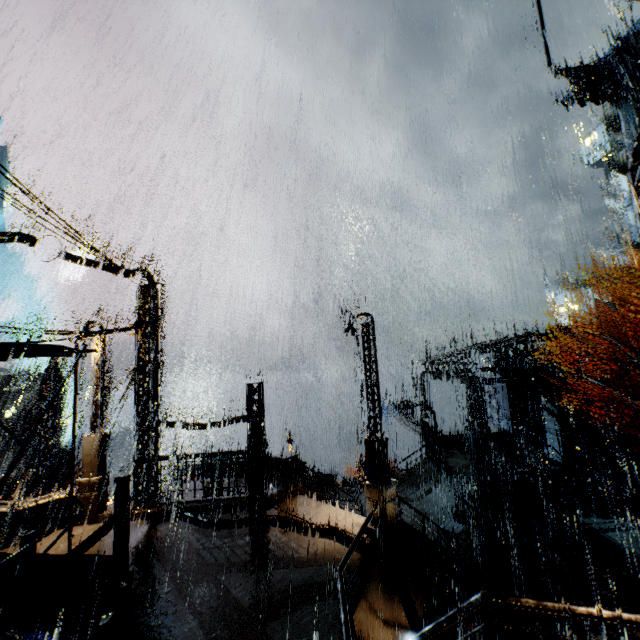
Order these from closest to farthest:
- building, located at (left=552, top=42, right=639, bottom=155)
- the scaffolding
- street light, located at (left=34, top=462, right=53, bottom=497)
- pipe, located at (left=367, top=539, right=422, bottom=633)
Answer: the scaffolding, pipe, located at (left=367, top=539, right=422, bottom=633), street light, located at (left=34, top=462, right=53, bottom=497), building, located at (left=552, top=42, right=639, bottom=155)

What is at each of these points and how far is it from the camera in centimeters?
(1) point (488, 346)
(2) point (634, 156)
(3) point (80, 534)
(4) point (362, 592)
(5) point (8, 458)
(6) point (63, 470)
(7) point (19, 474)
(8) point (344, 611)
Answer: (1) sm, 2289cm
(2) street light, 457cm
(3) building, 1195cm
(4) building, 808cm
(5) gear, 4516cm
(6) building vent, 2244cm
(7) building, 1742cm
(8) railing, 606cm

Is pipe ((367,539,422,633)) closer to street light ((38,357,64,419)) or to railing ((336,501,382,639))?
railing ((336,501,382,639))

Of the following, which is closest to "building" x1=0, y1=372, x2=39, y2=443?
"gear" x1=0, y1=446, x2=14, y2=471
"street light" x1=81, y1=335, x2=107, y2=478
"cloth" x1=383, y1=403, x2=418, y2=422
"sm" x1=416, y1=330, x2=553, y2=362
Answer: "sm" x1=416, y1=330, x2=553, y2=362

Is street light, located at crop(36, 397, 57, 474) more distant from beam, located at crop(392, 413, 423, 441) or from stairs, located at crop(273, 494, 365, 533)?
beam, located at crop(392, 413, 423, 441)

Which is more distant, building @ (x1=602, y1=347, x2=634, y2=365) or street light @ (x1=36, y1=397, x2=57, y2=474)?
building @ (x1=602, y1=347, x2=634, y2=365)

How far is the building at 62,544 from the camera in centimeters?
1081cm

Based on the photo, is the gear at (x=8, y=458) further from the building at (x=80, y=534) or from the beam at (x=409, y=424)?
the beam at (x=409, y=424)
